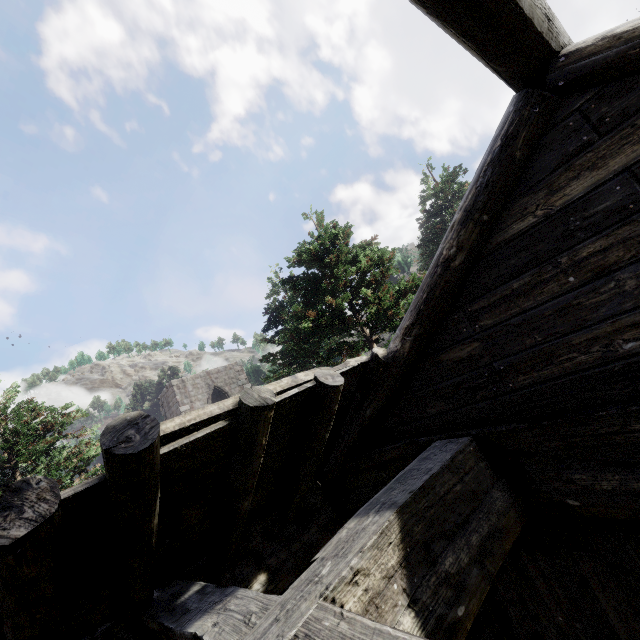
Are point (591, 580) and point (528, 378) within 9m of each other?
yes
